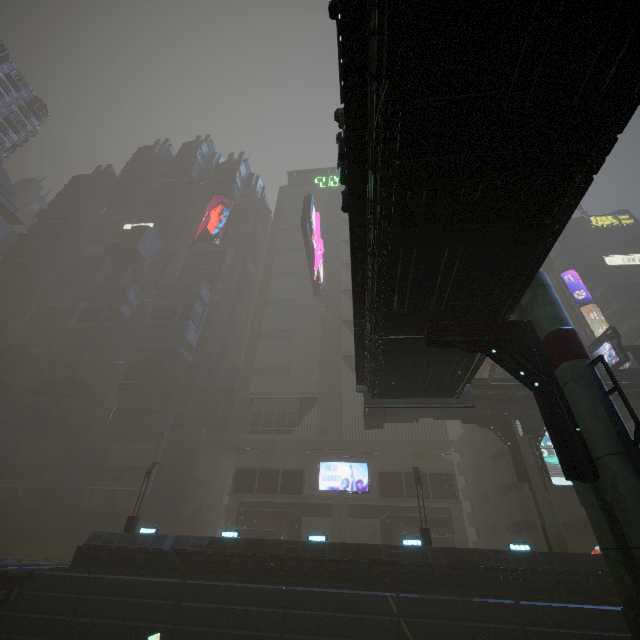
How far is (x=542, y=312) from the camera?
10.32m

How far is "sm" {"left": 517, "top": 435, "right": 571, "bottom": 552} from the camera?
20.1m

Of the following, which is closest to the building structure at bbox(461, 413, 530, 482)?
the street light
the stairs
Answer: the stairs

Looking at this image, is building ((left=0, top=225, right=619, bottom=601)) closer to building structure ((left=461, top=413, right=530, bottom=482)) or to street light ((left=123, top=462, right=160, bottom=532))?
building structure ((left=461, top=413, right=530, bottom=482))

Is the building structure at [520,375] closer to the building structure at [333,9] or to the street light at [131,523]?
the building structure at [333,9]

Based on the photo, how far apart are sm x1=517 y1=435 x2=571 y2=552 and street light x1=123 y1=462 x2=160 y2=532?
27.8m

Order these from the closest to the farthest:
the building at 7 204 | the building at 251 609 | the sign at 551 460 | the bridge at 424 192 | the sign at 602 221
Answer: the bridge at 424 192, the building at 251 609, the sign at 551 460, the sign at 602 221, the building at 7 204

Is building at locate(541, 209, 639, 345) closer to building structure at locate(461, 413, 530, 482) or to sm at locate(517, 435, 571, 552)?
building structure at locate(461, 413, 530, 482)
